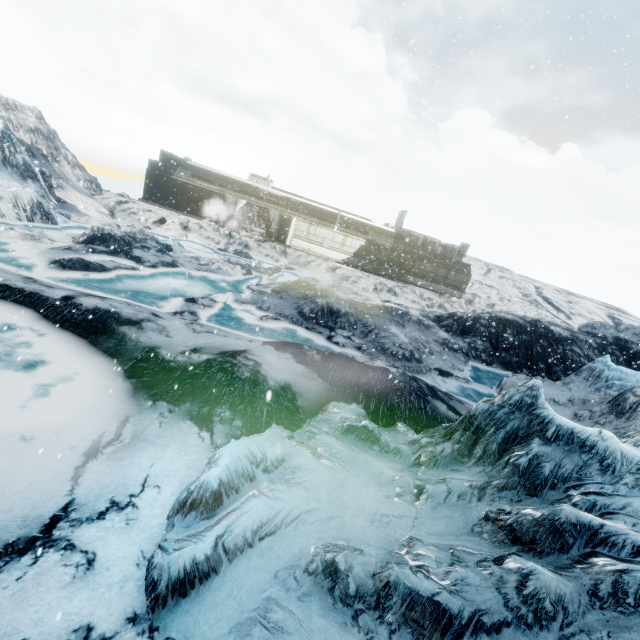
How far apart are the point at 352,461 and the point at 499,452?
2.5m
